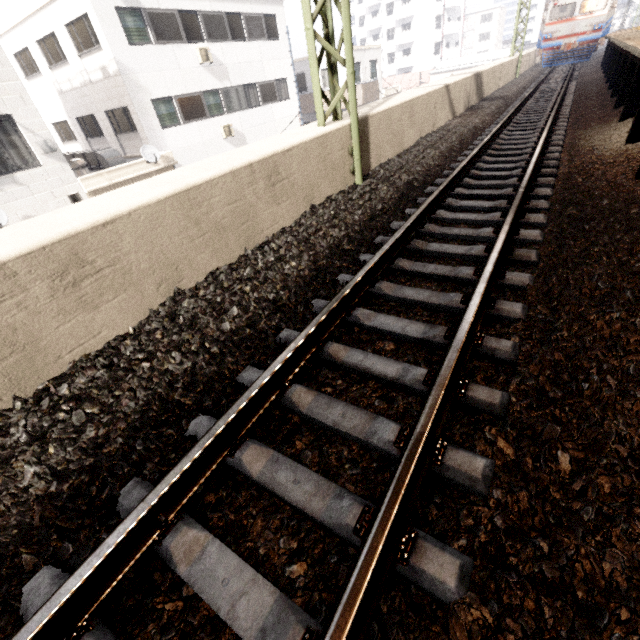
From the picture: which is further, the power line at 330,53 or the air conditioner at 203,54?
the air conditioner at 203,54

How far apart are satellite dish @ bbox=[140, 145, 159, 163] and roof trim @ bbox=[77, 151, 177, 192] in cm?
34

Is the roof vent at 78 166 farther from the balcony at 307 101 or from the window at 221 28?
the balcony at 307 101

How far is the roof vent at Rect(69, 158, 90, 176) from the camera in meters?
12.2 m

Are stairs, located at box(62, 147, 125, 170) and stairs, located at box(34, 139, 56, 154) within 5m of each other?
yes

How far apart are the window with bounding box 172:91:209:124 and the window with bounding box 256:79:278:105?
4.08m

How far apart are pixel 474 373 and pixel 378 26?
72.6m

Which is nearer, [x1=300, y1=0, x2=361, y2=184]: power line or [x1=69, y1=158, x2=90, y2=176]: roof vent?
[x1=300, y1=0, x2=361, y2=184]: power line
